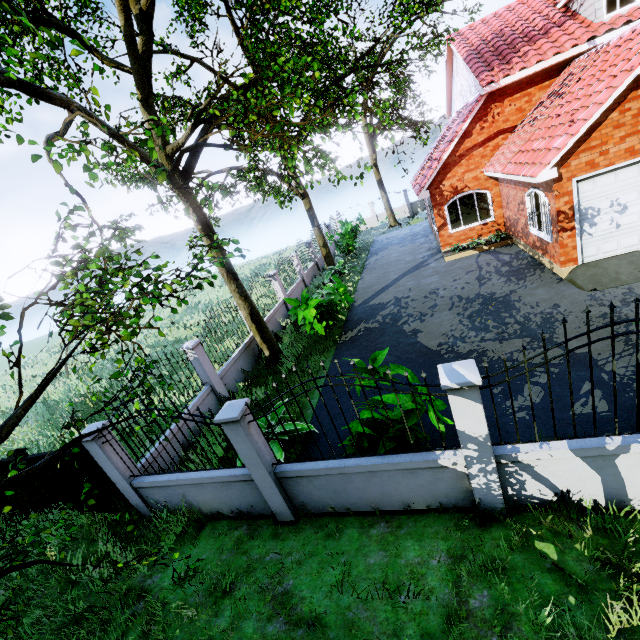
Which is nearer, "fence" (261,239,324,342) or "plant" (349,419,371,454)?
"plant" (349,419,371,454)

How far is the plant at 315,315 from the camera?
10.8m

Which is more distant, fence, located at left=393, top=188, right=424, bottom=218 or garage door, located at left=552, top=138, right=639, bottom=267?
fence, located at left=393, top=188, right=424, bottom=218

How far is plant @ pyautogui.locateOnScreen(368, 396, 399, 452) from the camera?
5.0m

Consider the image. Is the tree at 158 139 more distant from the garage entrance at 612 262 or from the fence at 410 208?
the fence at 410 208

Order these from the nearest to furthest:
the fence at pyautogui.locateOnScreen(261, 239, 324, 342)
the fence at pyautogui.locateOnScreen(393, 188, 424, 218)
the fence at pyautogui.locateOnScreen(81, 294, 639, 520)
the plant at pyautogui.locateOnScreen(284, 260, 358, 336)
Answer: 1. the fence at pyautogui.locateOnScreen(81, 294, 639, 520)
2. the plant at pyautogui.locateOnScreen(284, 260, 358, 336)
3. the fence at pyautogui.locateOnScreen(261, 239, 324, 342)
4. the fence at pyautogui.locateOnScreen(393, 188, 424, 218)

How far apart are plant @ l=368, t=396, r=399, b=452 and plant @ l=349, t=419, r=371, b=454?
0.1m

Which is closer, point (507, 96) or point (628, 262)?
point (628, 262)
